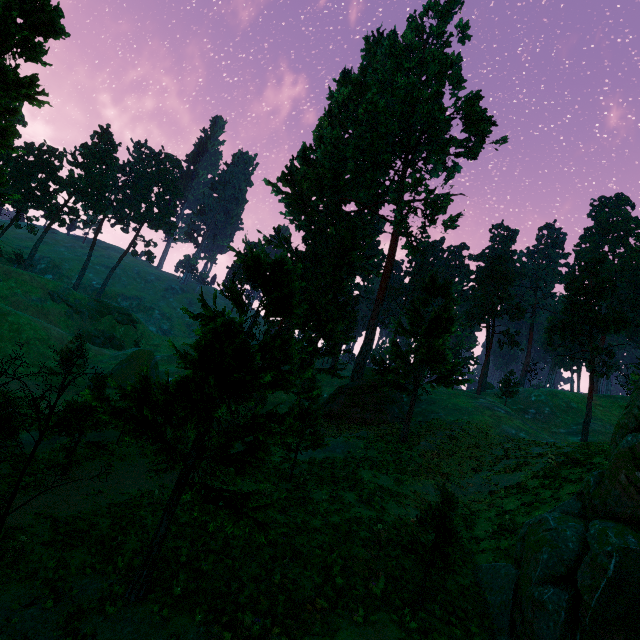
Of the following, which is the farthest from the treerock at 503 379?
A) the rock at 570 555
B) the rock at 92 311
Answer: the rock at 92 311

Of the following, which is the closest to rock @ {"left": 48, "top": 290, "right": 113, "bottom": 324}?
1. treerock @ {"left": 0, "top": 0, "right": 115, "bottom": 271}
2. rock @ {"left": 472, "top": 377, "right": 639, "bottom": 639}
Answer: treerock @ {"left": 0, "top": 0, "right": 115, "bottom": 271}

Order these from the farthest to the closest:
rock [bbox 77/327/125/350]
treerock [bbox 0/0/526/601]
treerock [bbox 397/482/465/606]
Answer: rock [bbox 77/327/125/350] < treerock [bbox 397/482/465/606] < treerock [bbox 0/0/526/601]

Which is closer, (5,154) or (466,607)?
(466,607)

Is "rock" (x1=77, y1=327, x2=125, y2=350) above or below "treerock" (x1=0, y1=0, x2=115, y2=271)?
below

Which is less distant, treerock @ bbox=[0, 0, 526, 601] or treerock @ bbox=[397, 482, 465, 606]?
treerock @ bbox=[0, 0, 526, 601]
